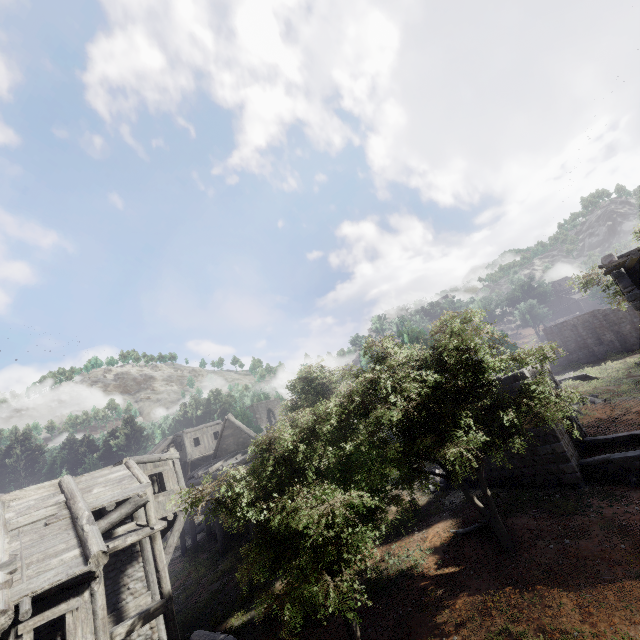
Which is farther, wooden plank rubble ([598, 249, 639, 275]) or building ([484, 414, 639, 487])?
building ([484, 414, 639, 487])

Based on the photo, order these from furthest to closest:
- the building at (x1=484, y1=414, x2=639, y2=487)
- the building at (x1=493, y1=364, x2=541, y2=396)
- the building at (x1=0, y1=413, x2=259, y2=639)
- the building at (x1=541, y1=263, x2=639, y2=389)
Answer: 1. the building at (x1=541, y1=263, x2=639, y2=389)
2. the building at (x1=493, y1=364, x2=541, y2=396)
3. the building at (x1=484, y1=414, x2=639, y2=487)
4. the building at (x1=0, y1=413, x2=259, y2=639)

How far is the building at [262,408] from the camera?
56.9m

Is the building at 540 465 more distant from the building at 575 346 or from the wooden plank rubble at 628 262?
the building at 575 346

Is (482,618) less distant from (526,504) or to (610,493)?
(526,504)

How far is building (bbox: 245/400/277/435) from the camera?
56.9 meters

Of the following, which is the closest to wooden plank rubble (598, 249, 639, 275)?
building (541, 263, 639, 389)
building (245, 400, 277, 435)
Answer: building (541, 263, 639, 389)

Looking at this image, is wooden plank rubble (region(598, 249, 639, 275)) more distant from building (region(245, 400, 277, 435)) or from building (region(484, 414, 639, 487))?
building (region(245, 400, 277, 435))
